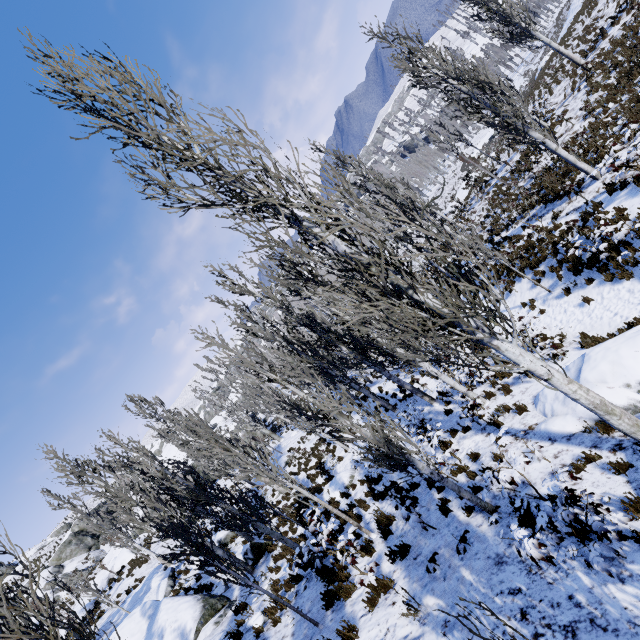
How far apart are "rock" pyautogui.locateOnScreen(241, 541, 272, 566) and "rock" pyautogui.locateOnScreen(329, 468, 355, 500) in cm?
340

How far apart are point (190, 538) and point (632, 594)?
7.4m

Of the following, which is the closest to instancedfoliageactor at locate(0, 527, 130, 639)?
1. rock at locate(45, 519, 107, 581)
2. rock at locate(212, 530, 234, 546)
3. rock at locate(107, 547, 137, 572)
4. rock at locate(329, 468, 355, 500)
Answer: rock at locate(212, 530, 234, 546)

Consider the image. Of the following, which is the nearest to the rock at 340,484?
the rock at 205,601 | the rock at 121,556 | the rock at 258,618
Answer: the rock at 205,601

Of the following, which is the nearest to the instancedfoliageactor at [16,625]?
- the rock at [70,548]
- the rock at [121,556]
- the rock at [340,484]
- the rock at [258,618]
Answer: the rock at [258,618]

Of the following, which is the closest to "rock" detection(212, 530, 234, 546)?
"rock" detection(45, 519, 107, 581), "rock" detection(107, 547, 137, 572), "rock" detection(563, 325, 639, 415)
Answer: "rock" detection(107, 547, 137, 572)

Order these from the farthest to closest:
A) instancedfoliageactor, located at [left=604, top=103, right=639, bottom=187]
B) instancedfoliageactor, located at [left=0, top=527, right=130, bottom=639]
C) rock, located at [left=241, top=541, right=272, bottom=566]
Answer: rock, located at [left=241, top=541, right=272, bottom=566] → instancedfoliageactor, located at [left=604, top=103, right=639, bottom=187] → instancedfoliageactor, located at [left=0, top=527, right=130, bottom=639]

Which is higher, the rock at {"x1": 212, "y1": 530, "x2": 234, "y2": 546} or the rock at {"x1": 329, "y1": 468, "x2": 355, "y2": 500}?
the rock at {"x1": 212, "y1": 530, "x2": 234, "y2": 546}
